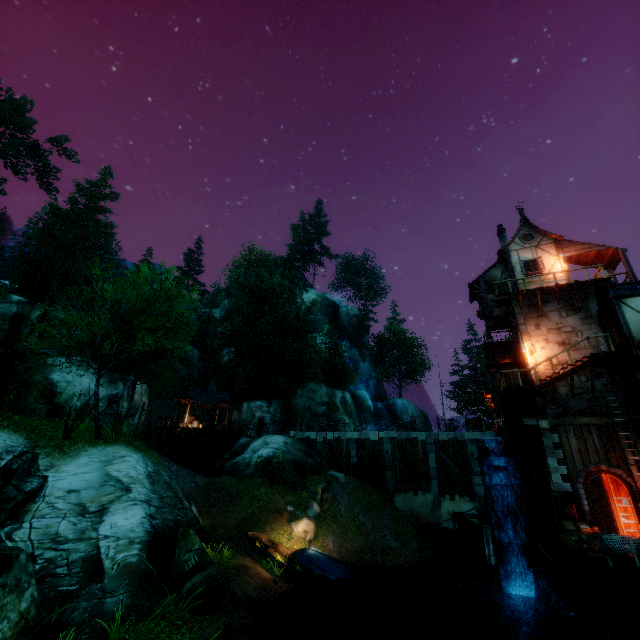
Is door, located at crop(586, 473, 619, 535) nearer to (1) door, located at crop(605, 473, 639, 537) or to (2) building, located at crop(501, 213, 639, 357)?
(1) door, located at crop(605, 473, 639, 537)

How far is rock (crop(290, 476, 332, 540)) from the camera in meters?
19.8

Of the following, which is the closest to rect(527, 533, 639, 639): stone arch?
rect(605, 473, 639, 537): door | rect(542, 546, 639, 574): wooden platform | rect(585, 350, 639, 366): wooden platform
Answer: rect(542, 546, 639, 574): wooden platform

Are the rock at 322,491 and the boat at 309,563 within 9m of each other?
yes

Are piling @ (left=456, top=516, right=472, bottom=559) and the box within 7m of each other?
yes

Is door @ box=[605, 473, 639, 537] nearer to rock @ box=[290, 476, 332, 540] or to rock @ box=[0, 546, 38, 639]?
rock @ box=[290, 476, 332, 540]

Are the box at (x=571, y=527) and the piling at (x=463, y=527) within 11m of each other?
yes

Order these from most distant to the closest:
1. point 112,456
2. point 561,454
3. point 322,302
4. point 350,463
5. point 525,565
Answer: point 322,302, point 350,463, point 561,454, point 525,565, point 112,456
